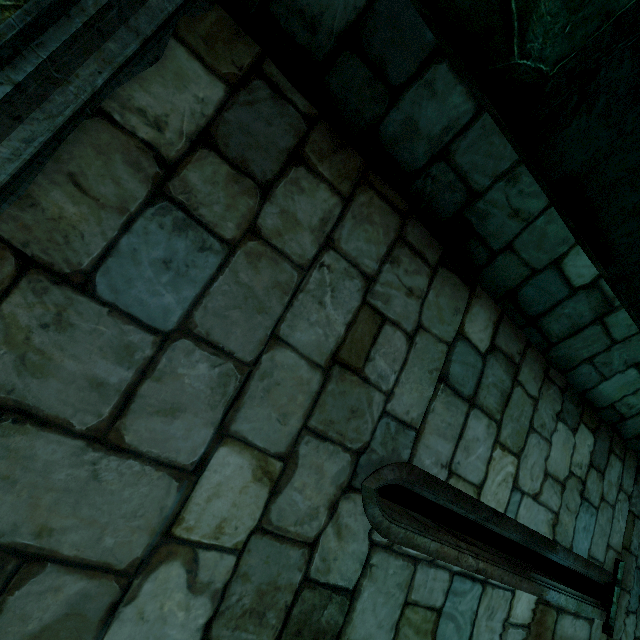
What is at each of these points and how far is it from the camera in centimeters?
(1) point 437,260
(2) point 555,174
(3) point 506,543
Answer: (1) building, 188cm
(2) rock, 258cm
(3) rock, 621cm

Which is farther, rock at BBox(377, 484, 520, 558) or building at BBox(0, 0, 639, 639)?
rock at BBox(377, 484, 520, 558)

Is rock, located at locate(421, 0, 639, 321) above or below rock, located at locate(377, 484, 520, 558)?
above

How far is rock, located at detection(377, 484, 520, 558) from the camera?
6.3m

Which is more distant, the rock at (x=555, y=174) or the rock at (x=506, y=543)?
the rock at (x=506, y=543)

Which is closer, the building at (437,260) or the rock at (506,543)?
the building at (437,260)

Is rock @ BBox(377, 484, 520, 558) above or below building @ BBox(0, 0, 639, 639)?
below

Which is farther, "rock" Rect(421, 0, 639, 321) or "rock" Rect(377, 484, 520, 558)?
"rock" Rect(377, 484, 520, 558)
